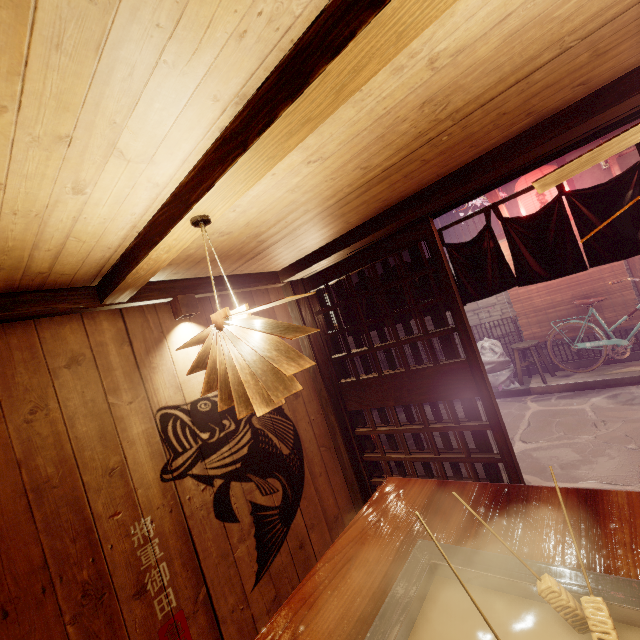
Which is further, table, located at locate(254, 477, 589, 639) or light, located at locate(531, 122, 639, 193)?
table, located at locate(254, 477, 589, 639)

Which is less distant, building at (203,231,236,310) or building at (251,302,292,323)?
building at (203,231,236,310)

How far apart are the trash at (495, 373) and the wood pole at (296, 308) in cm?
780

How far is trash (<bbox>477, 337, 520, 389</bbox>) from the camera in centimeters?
1151cm

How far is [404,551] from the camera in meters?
2.6

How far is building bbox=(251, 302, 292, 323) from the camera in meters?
5.5 m

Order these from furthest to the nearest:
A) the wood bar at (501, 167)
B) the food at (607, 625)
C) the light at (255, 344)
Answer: the wood bar at (501, 167)
the light at (255, 344)
the food at (607, 625)

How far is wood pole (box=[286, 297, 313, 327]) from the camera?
5.9 meters
